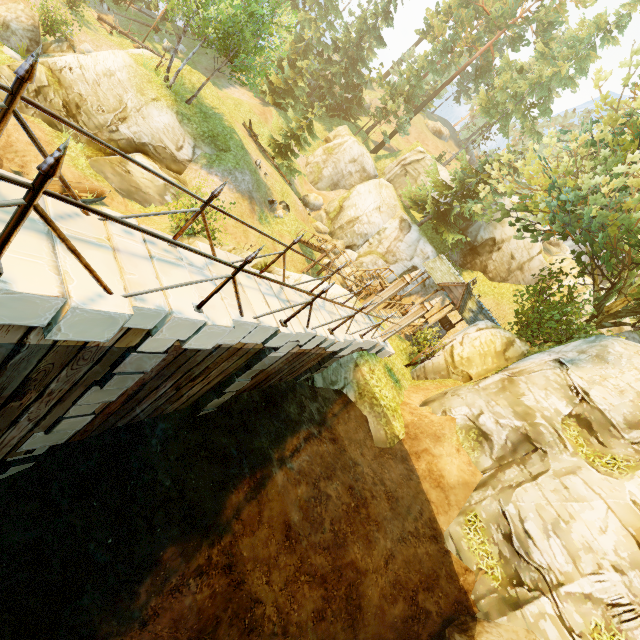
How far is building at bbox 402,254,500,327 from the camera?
20.1 meters

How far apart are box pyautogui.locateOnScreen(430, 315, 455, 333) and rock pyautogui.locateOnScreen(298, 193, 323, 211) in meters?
16.8

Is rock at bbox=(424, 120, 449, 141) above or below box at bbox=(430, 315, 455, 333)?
above

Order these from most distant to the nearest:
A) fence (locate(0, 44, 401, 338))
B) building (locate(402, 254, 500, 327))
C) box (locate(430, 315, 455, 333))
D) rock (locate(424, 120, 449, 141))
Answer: rock (locate(424, 120, 449, 141))
box (locate(430, 315, 455, 333))
building (locate(402, 254, 500, 327))
fence (locate(0, 44, 401, 338))

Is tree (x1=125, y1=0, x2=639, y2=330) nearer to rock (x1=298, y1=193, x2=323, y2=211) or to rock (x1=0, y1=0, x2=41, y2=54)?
rock (x1=298, y1=193, x2=323, y2=211)

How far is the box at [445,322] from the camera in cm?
2433

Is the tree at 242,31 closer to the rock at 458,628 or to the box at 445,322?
the box at 445,322

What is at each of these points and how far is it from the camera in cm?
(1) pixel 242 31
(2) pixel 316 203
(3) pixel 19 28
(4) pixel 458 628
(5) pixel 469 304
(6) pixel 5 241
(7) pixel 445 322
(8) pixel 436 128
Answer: (1) tree, 1766
(2) rock, 3303
(3) rock, 1828
(4) rock, 748
(5) building, 2236
(6) fence, 272
(7) box, 2442
(8) rock, 5572
